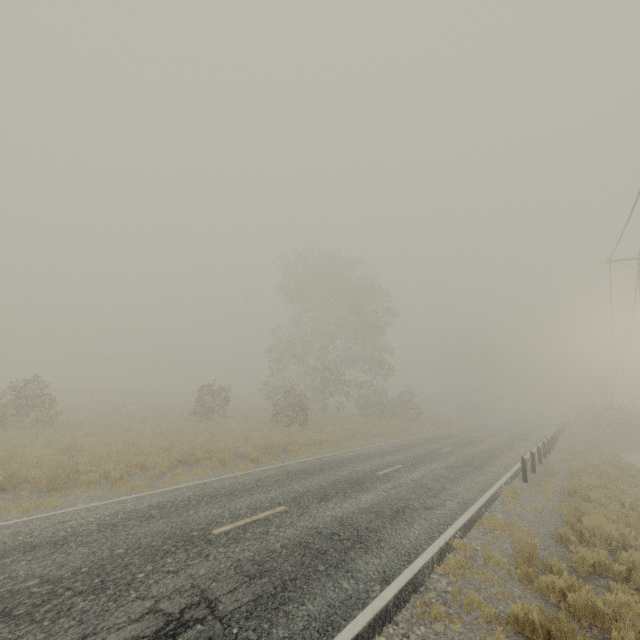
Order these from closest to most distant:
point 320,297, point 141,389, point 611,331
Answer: point 611,331 → point 320,297 → point 141,389

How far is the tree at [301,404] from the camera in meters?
30.7 m

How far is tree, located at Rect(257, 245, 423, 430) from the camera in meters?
30.7

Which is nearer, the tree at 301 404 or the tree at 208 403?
the tree at 208 403

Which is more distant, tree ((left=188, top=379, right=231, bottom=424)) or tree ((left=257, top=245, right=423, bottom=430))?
tree ((left=257, top=245, right=423, bottom=430))

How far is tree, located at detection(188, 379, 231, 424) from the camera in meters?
24.3
